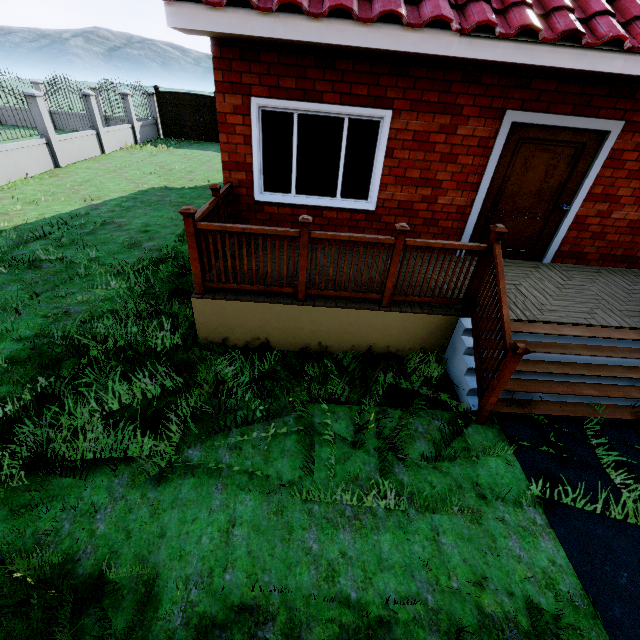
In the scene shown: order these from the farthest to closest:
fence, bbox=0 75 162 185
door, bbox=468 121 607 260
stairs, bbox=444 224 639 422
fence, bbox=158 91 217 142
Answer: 1. fence, bbox=158 91 217 142
2. fence, bbox=0 75 162 185
3. door, bbox=468 121 607 260
4. stairs, bbox=444 224 639 422

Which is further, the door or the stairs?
the door

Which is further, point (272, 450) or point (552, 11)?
point (552, 11)

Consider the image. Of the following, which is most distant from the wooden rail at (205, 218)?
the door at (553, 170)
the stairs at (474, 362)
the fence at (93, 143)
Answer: the fence at (93, 143)

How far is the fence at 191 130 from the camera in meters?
18.2 m

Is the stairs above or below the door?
below

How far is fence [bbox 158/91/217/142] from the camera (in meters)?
18.22

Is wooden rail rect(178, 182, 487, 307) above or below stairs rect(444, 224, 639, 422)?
above
